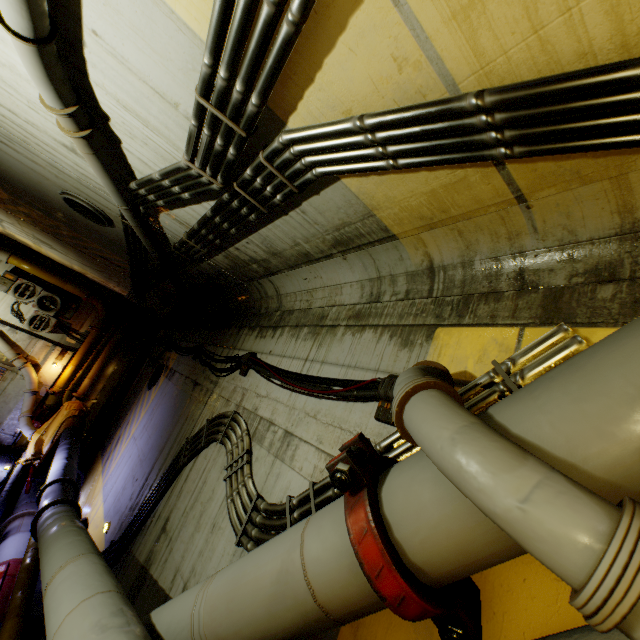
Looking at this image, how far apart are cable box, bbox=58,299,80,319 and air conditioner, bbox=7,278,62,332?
0.1m

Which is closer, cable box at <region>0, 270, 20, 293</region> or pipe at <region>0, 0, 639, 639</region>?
pipe at <region>0, 0, 639, 639</region>

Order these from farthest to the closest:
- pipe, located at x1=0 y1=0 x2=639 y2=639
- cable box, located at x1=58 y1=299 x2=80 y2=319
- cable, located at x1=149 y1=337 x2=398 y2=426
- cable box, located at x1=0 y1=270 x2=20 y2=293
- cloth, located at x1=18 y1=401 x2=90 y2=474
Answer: cable box, located at x1=58 y1=299 x2=80 y2=319 → cable box, located at x1=0 y1=270 x2=20 y2=293 → cloth, located at x1=18 y1=401 x2=90 y2=474 → cable, located at x1=149 y1=337 x2=398 y2=426 → pipe, located at x1=0 y1=0 x2=639 y2=639

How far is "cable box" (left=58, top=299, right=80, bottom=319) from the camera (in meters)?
13.56

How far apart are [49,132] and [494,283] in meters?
5.1 m

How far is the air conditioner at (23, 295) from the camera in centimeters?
1267cm

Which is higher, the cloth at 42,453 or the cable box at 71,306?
the cable box at 71,306

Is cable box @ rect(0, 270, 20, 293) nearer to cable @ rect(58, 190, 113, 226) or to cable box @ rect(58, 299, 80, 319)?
cable box @ rect(58, 299, 80, 319)
